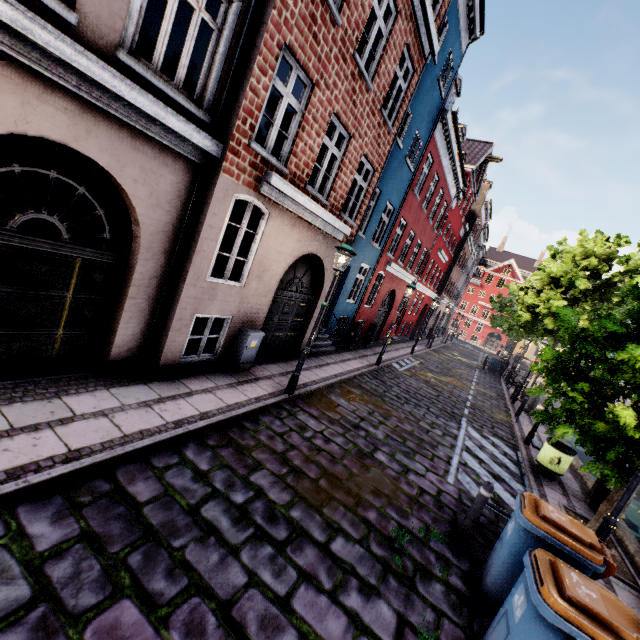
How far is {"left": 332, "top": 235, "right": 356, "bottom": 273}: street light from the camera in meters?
7.0 m

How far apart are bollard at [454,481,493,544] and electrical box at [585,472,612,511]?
5.5m

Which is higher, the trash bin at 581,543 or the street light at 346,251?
the street light at 346,251

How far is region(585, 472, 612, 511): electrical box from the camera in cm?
803

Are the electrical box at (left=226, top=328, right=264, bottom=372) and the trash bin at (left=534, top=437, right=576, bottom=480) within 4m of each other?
no

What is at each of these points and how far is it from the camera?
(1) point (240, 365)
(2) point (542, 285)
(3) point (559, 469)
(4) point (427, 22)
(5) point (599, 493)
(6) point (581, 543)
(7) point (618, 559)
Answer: (1) electrical box, 7.8m
(2) tree, 19.4m
(3) trash bin, 8.8m
(4) building, 8.7m
(5) electrical box, 8.1m
(6) trash bin, 3.8m
(7) tree planter, 6.3m

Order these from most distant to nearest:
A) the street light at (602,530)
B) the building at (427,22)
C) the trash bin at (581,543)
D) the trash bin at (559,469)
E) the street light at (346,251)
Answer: the trash bin at (559,469), the street light at (346,251), the street light at (602,530), the building at (427,22), the trash bin at (581,543)

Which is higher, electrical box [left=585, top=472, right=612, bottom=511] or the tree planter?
electrical box [left=585, top=472, right=612, bottom=511]
